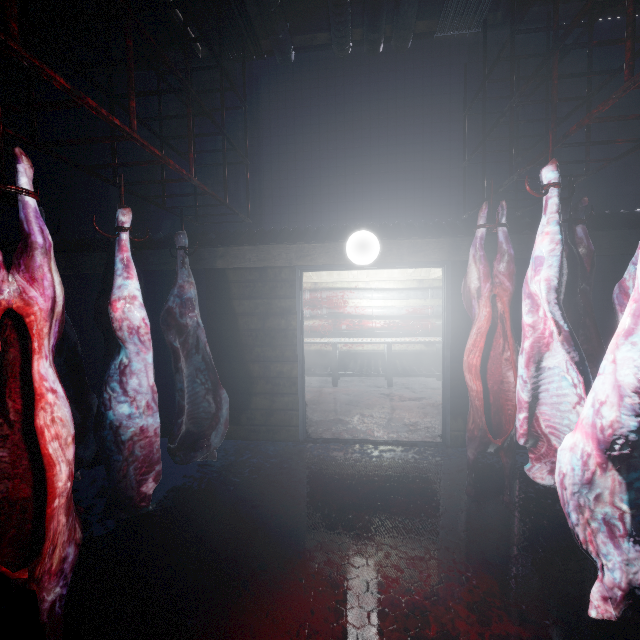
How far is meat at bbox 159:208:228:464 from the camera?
2.38m

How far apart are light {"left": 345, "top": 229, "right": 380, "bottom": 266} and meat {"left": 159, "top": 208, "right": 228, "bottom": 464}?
1.3 meters

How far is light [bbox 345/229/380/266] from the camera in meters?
2.9 m

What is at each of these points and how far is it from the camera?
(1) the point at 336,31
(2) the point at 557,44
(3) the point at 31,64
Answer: (1) pipe, 3.0m
(2) rig, 1.7m
(3) rig, 1.0m

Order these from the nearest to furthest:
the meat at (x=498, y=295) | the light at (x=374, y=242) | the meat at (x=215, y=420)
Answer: the meat at (x=498, y=295), the meat at (x=215, y=420), the light at (x=374, y=242)

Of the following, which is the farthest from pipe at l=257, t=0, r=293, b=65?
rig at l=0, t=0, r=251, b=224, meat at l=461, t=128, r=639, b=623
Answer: meat at l=461, t=128, r=639, b=623

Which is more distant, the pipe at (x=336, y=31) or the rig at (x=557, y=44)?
the pipe at (x=336, y=31)

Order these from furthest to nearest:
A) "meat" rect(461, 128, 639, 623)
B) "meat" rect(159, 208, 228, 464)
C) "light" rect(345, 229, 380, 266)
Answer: "light" rect(345, 229, 380, 266) < "meat" rect(159, 208, 228, 464) < "meat" rect(461, 128, 639, 623)
